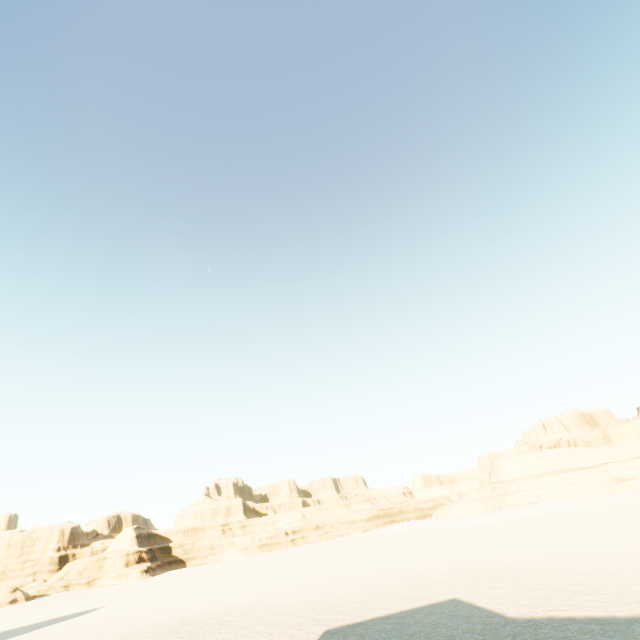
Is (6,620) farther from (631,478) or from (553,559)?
(631,478)
